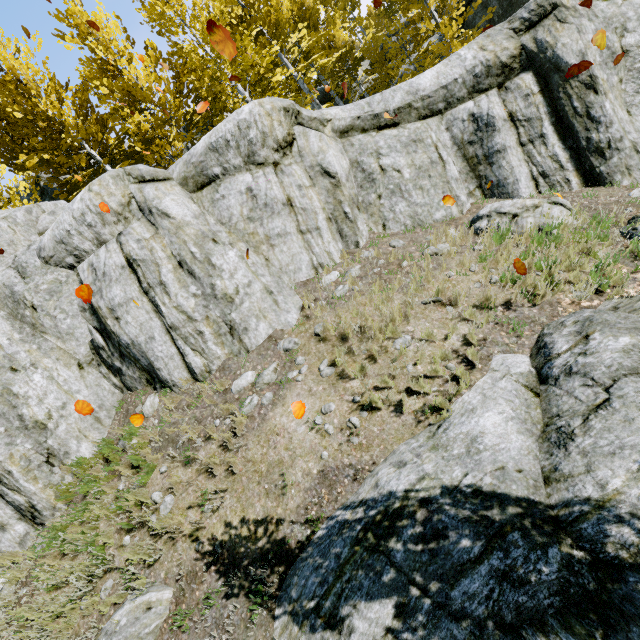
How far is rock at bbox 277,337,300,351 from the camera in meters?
6.4 m

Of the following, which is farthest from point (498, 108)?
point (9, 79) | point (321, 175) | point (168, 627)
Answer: point (9, 79)

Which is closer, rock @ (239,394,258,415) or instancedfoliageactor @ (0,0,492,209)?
rock @ (239,394,258,415)

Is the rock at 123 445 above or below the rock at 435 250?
above

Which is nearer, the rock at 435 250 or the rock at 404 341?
the rock at 404 341

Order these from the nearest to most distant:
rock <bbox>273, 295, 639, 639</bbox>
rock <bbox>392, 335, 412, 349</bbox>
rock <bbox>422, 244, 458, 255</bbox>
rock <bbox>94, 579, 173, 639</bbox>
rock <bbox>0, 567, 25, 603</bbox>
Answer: rock <bbox>273, 295, 639, 639</bbox>, rock <bbox>94, 579, 173, 639</bbox>, rock <bbox>392, 335, 412, 349</bbox>, rock <bbox>0, 567, 25, 603</bbox>, rock <bbox>422, 244, 458, 255</bbox>

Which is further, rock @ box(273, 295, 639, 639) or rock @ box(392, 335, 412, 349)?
rock @ box(392, 335, 412, 349)
